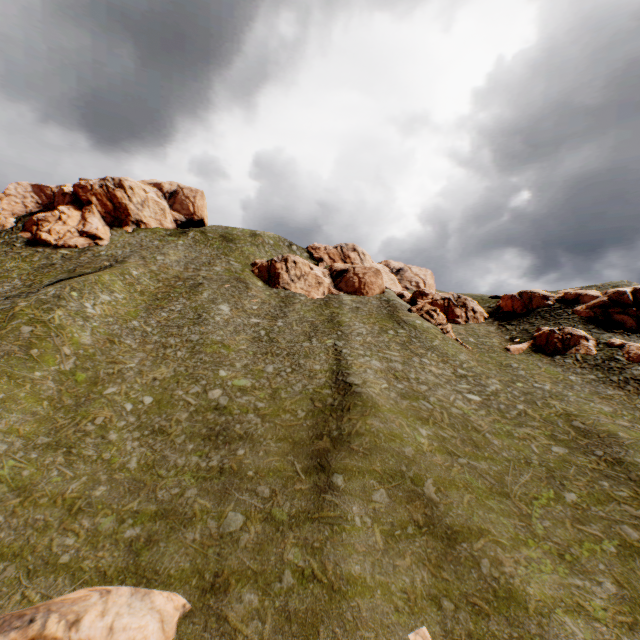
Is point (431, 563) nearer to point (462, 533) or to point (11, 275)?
point (462, 533)

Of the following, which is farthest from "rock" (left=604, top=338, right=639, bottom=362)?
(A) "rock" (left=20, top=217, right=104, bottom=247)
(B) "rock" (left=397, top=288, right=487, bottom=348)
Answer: (A) "rock" (left=20, top=217, right=104, bottom=247)

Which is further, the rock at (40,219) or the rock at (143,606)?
the rock at (40,219)

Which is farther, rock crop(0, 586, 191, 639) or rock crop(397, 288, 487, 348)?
rock crop(397, 288, 487, 348)

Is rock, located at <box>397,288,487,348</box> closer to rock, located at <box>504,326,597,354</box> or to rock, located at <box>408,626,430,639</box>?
rock, located at <box>504,326,597,354</box>

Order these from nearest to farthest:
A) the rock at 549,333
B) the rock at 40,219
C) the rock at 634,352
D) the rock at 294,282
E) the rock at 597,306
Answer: the rock at 634,352, the rock at 549,333, the rock at 597,306, the rock at 294,282, the rock at 40,219

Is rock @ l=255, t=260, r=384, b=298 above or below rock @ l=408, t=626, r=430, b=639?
above
